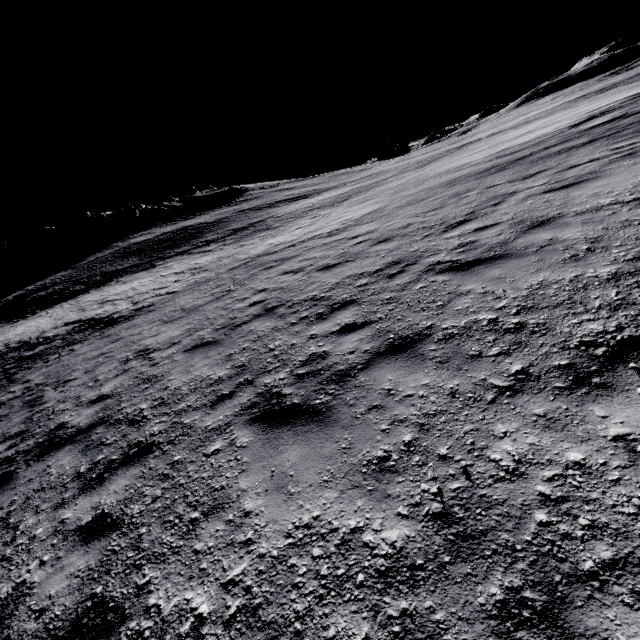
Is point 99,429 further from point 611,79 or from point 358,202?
point 611,79
